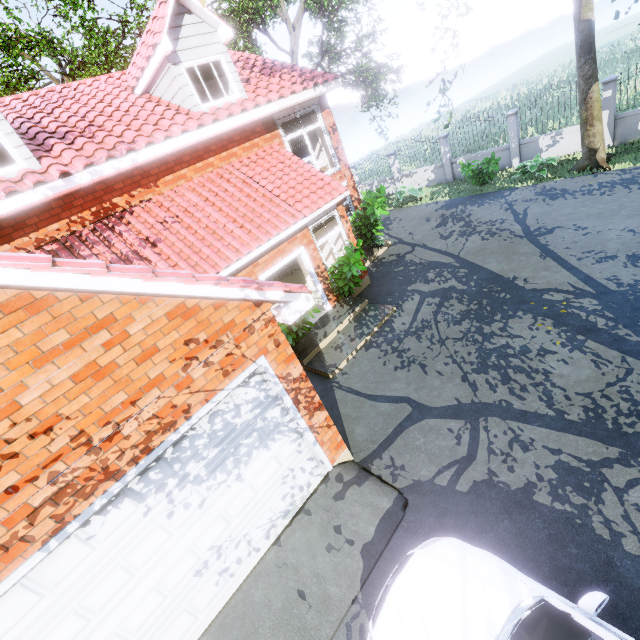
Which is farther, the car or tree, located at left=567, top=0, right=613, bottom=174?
tree, located at left=567, top=0, right=613, bottom=174

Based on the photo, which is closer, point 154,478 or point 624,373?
point 154,478

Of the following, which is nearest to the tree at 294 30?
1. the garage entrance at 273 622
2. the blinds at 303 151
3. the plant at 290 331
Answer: the blinds at 303 151

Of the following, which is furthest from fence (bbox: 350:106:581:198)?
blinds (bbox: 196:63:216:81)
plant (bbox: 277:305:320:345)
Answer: blinds (bbox: 196:63:216:81)

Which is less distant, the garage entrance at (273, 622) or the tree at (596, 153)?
the garage entrance at (273, 622)

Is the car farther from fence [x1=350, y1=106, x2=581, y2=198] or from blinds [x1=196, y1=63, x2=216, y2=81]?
blinds [x1=196, y1=63, x2=216, y2=81]

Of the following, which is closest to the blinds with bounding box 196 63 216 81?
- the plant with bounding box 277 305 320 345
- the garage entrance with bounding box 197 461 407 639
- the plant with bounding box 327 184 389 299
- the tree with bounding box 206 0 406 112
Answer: the tree with bounding box 206 0 406 112

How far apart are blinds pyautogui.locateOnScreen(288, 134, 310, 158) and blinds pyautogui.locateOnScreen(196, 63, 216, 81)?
4.1m
